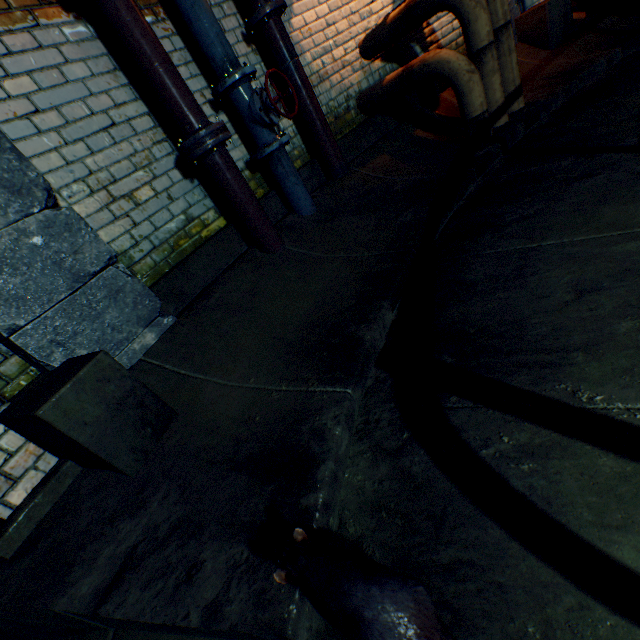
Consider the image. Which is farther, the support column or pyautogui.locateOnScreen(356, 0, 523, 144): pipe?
pyautogui.locateOnScreen(356, 0, 523, 144): pipe

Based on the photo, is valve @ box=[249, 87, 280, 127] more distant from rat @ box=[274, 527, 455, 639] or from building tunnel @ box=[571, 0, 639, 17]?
building tunnel @ box=[571, 0, 639, 17]

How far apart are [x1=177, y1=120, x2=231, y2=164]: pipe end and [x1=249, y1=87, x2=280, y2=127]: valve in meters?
0.3 m

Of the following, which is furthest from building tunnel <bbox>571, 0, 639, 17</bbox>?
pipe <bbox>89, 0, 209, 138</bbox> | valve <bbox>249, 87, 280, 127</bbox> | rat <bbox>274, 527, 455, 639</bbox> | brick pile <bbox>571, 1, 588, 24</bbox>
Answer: rat <bbox>274, 527, 455, 639</bbox>

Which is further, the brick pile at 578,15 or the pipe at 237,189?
the brick pile at 578,15

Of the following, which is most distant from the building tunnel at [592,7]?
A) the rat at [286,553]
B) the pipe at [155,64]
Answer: the rat at [286,553]

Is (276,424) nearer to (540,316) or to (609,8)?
(540,316)

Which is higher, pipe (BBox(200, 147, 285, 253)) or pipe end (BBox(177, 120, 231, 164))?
pipe end (BBox(177, 120, 231, 164))
